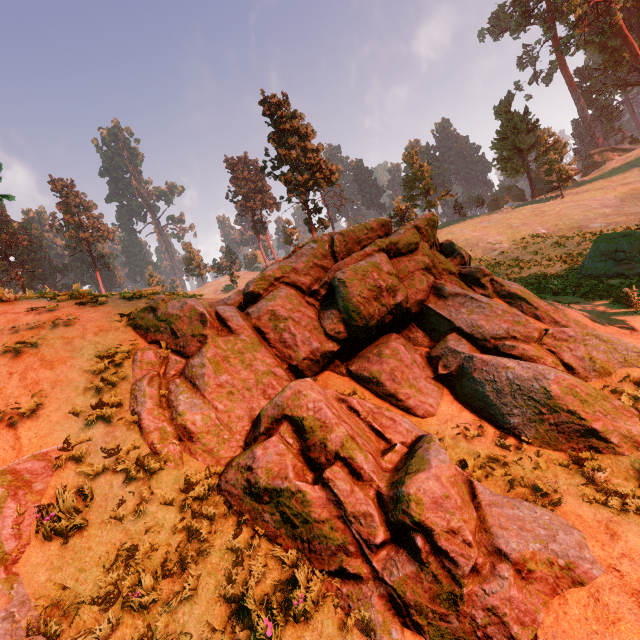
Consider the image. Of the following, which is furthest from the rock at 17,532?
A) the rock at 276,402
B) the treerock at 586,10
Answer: the treerock at 586,10

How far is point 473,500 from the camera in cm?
481

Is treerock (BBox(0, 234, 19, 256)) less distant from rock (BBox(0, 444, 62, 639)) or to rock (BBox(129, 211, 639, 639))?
rock (BBox(0, 444, 62, 639))

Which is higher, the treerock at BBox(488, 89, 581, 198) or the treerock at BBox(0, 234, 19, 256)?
the treerock at BBox(0, 234, 19, 256)

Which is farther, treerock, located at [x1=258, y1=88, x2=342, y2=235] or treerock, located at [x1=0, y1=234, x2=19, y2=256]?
treerock, located at [x1=0, y1=234, x2=19, y2=256]

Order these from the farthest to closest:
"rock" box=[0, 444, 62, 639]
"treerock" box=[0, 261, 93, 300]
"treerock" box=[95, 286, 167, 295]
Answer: "treerock" box=[95, 286, 167, 295], "treerock" box=[0, 261, 93, 300], "rock" box=[0, 444, 62, 639]

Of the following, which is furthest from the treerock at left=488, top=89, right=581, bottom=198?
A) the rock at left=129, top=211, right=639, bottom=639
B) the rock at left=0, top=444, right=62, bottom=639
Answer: the rock at left=129, top=211, right=639, bottom=639

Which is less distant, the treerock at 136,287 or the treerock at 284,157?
the treerock at 136,287
